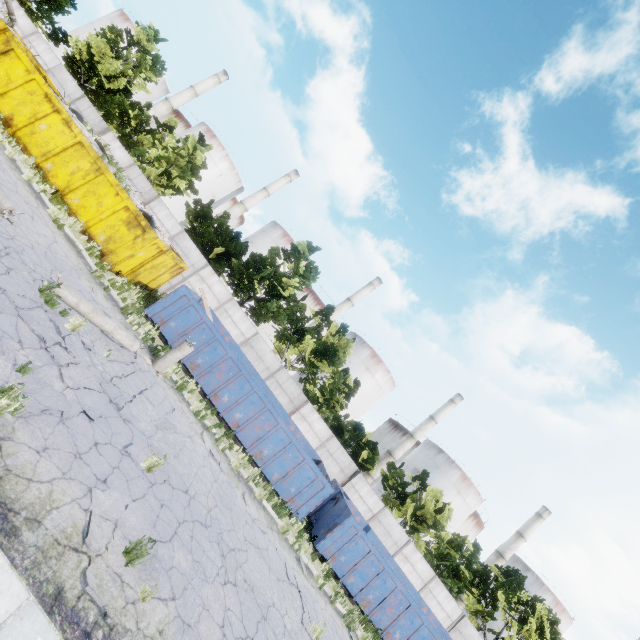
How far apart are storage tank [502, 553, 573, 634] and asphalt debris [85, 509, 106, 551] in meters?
71.9

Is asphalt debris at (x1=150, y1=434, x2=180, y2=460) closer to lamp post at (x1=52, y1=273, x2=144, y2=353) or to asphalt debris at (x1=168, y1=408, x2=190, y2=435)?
asphalt debris at (x1=168, y1=408, x2=190, y2=435)

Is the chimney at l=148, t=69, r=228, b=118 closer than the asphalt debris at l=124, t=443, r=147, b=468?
No

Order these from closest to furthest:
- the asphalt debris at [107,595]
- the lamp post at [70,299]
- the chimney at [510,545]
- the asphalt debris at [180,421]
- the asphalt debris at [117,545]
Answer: the asphalt debris at [107,595], the asphalt debris at [117,545], the lamp post at [70,299], the asphalt debris at [180,421], the chimney at [510,545]

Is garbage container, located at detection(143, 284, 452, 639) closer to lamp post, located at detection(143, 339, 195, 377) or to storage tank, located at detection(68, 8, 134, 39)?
lamp post, located at detection(143, 339, 195, 377)

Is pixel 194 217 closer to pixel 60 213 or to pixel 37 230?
pixel 60 213

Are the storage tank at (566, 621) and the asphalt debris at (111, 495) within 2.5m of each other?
no

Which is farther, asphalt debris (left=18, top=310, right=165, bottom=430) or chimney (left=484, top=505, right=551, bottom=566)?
chimney (left=484, top=505, right=551, bottom=566)
